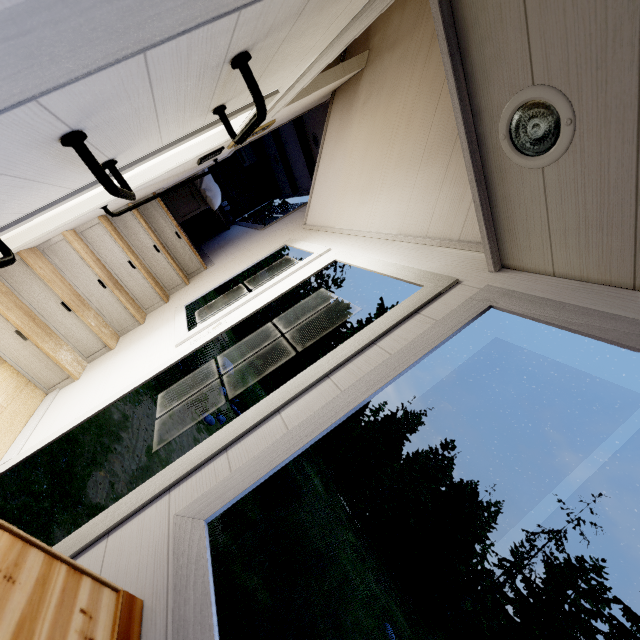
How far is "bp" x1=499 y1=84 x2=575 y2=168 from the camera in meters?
0.8

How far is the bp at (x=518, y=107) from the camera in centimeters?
81cm

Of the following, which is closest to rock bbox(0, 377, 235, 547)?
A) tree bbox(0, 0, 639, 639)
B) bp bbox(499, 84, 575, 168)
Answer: tree bbox(0, 0, 639, 639)

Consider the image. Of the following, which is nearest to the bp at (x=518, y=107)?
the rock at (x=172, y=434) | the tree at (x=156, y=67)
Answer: the tree at (x=156, y=67)

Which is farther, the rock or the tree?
the rock

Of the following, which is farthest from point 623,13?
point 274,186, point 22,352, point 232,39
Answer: point 274,186

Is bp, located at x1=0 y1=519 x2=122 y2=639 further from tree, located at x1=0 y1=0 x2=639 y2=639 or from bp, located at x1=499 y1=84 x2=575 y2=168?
bp, located at x1=499 y1=84 x2=575 y2=168
